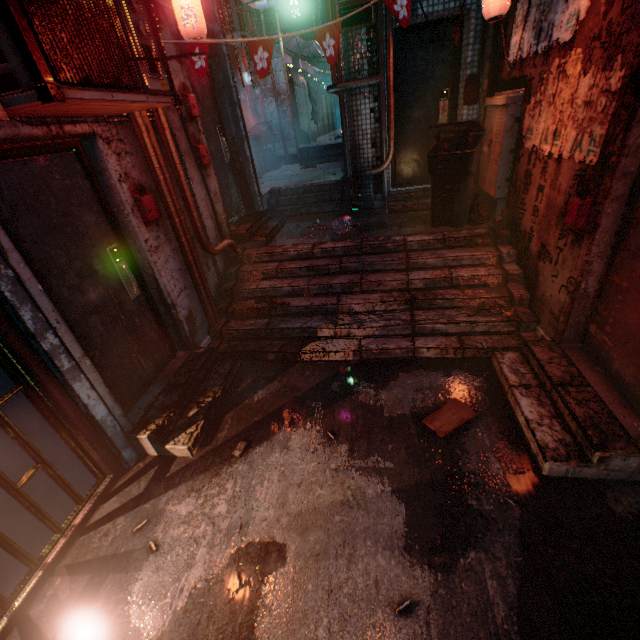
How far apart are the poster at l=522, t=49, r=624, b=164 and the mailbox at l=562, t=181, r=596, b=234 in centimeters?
13cm

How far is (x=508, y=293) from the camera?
3.41m

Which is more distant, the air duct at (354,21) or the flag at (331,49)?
the air duct at (354,21)

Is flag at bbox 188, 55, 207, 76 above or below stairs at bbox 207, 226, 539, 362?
above

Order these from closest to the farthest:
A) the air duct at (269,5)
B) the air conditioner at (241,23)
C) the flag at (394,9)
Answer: the flag at (394,9)
the air duct at (269,5)
the air conditioner at (241,23)

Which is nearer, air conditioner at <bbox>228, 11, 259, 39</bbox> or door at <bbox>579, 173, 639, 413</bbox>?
door at <bbox>579, 173, 639, 413</bbox>

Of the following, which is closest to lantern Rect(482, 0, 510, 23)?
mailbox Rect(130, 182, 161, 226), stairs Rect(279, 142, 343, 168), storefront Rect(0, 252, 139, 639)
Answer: mailbox Rect(130, 182, 161, 226)

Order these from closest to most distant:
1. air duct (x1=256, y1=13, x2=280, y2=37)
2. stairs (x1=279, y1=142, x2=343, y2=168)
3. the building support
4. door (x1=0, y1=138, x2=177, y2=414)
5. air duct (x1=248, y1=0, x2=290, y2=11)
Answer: door (x1=0, y1=138, x2=177, y2=414) → air duct (x1=248, y1=0, x2=290, y2=11) → air duct (x1=256, y1=13, x2=280, y2=37) → stairs (x1=279, y1=142, x2=343, y2=168) → the building support
